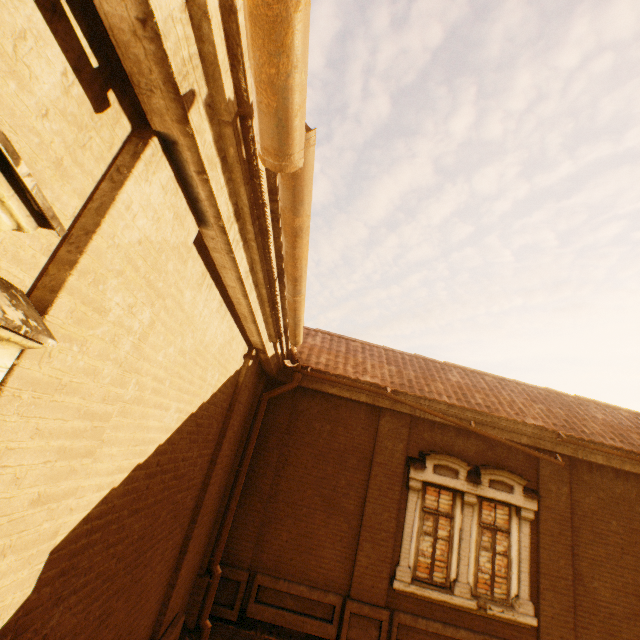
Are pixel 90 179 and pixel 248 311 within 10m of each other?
yes
